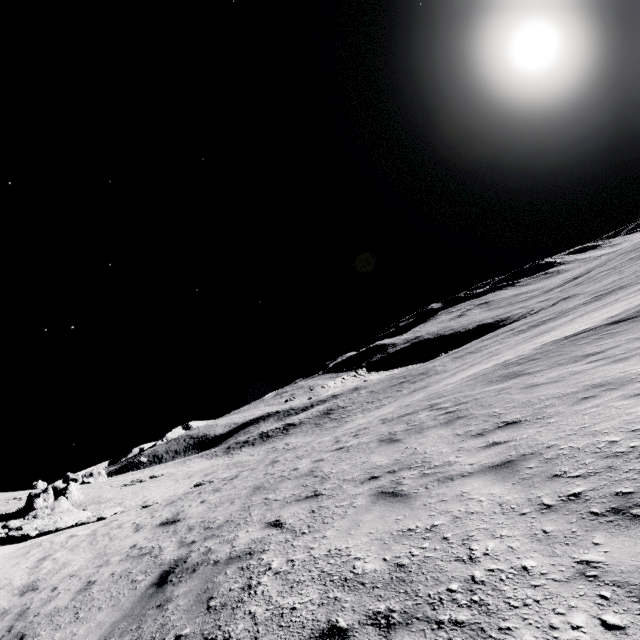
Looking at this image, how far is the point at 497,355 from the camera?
28.8m
